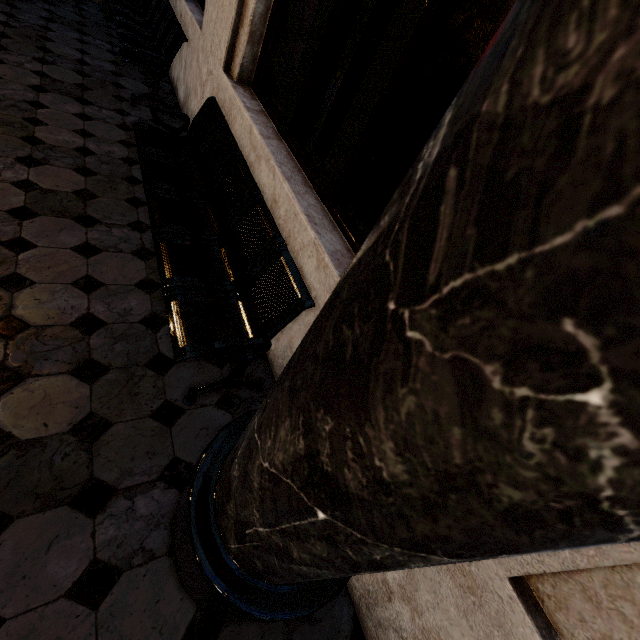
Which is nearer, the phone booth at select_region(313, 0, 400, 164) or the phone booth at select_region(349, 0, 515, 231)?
the phone booth at select_region(349, 0, 515, 231)

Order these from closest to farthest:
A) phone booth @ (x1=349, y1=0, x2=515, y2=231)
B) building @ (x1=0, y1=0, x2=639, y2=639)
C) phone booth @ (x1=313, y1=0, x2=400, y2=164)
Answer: building @ (x1=0, y1=0, x2=639, y2=639) → phone booth @ (x1=349, y1=0, x2=515, y2=231) → phone booth @ (x1=313, y1=0, x2=400, y2=164)

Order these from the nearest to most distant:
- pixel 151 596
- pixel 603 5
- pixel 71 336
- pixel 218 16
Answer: pixel 603 5
pixel 151 596
pixel 71 336
pixel 218 16

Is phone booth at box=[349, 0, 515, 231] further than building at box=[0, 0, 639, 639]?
Yes

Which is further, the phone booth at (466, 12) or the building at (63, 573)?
the phone booth at (466, 12)
